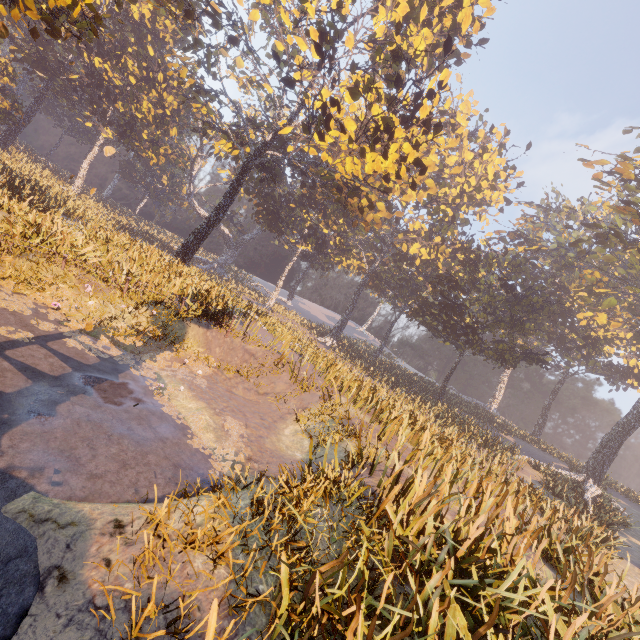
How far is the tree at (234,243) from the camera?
56.3 meters

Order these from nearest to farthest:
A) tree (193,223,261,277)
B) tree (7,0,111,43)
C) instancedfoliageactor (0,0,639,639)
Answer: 1. instancedfoliageactor (0,0,639,639)
2. tree (7,0,111,43)
3. tree (193,223,261,277)

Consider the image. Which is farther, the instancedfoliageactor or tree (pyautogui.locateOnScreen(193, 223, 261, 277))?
tree (pyautogui.locateOnScreen(193, 223, 261, 277))

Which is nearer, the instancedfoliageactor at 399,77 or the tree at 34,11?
the instancedfoliageactor at 399,77

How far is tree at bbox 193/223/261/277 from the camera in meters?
56.3

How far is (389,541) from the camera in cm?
475

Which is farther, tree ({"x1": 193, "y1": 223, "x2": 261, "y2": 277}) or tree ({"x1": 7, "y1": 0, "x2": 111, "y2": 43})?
tree ({"x1": 193, "y1": 223, "x2": 261, "y2": 277})
